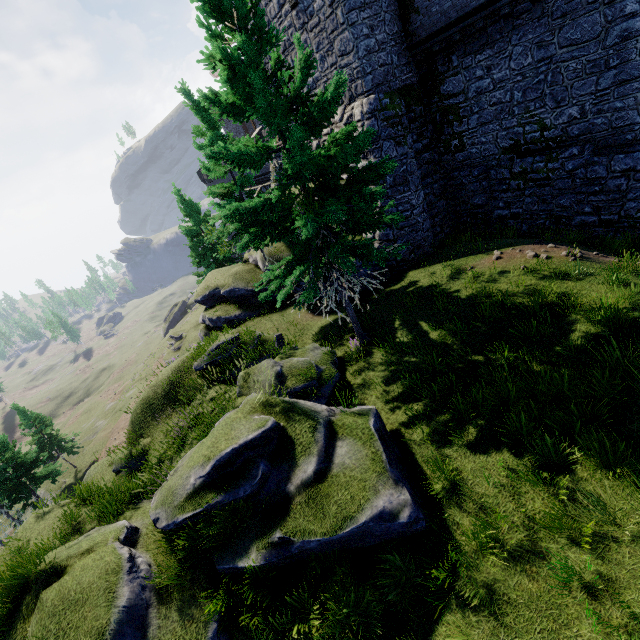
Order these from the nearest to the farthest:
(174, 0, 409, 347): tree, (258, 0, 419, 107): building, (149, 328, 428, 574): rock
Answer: (149, 328, 428, 574): rock
(174, 0, 409, 347): tree
(258, 0, 419, 107): building

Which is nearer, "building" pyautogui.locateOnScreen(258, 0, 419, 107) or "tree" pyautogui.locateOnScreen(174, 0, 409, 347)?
"tree" pyautogui.locateOnScreen(174, 0, 409, 347)

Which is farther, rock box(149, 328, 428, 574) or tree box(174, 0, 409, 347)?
tree box(174, 0, 409, 347)

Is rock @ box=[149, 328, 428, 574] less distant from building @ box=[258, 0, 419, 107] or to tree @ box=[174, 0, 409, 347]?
tree @ box=[174, 0, 409, 347]

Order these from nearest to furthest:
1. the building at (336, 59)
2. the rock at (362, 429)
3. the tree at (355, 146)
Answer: the rock at (362, 429) < the tree at (355, 146) < the building at (336, 59)

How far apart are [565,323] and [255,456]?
9.12m

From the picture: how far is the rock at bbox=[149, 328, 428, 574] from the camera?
6.7m

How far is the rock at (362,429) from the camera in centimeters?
668cm
